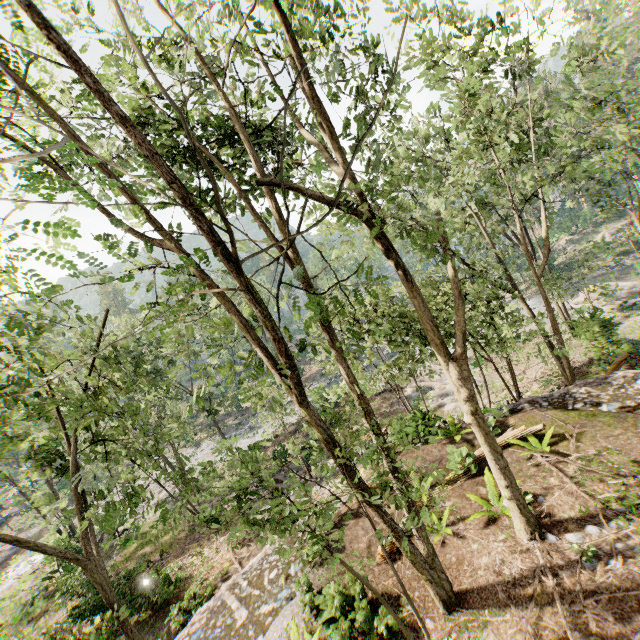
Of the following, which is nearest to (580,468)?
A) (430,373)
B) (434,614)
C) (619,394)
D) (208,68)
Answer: (619,394)

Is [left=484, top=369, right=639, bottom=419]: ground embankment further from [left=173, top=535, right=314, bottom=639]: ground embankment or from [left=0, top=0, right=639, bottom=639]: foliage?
[left=173, top=535, right=314, bottom=639]: ground embankment

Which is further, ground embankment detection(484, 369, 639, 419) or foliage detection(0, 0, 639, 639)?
ground embankment detection(484, 369, 639, 419)

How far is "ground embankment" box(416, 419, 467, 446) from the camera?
12.8 meters

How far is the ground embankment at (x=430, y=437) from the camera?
12.82m

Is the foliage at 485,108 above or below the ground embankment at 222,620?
above

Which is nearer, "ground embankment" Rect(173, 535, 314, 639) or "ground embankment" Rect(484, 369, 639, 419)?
"ground embankment" Rect(173, 535, 314, 639)

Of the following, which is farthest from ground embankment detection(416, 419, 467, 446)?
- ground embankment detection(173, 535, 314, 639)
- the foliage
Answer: ground embankment detection(173, 535, 314, 639)
